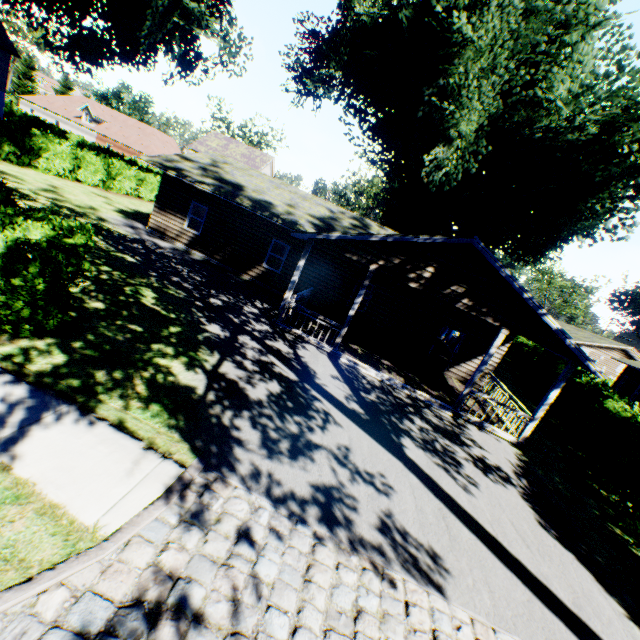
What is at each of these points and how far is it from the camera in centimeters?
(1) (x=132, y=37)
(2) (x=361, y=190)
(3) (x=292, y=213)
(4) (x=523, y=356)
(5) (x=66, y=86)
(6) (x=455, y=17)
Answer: (1) plant, 2481cm
(2) tree, 5656cm
(3) house, 1706cm
(4) hedge, 2820cm
(5) tree, 5909cm
(6) plant, 1694cm

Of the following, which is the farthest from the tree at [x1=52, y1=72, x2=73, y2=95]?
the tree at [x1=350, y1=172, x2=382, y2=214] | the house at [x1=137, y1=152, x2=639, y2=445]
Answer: the house at [x1=137, y1=152, x2=639, y2=445]

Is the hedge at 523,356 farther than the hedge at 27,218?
Yes

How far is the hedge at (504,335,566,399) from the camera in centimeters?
1925cm

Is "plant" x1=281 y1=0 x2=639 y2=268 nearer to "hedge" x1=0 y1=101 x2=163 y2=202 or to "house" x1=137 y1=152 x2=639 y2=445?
"house" x1=137 y1=152 x2=639 y2=445

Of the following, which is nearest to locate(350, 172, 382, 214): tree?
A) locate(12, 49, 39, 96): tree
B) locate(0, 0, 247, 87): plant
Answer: locate(0, 0, 247, 87): plant

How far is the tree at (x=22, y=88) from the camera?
52.5m

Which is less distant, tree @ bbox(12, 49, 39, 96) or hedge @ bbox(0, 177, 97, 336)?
hedge @ bbox(0, 177, 97, 336)
